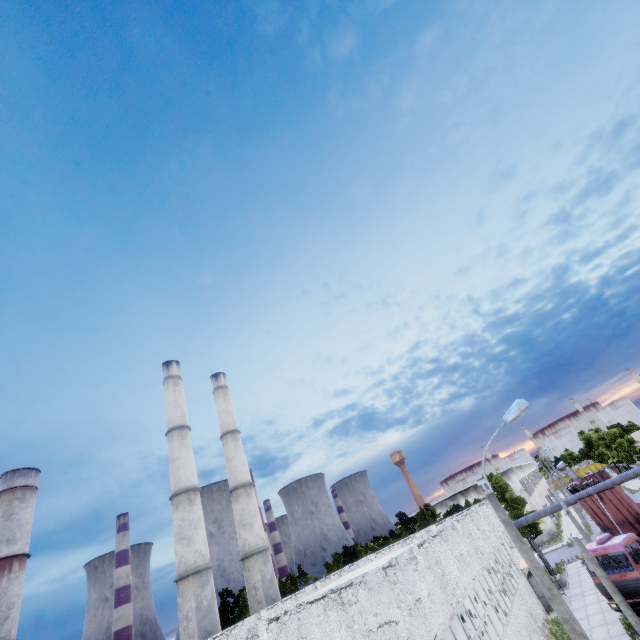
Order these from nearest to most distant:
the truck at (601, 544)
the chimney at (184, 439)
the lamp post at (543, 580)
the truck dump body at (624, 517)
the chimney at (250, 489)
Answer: the lamp post at (543, 580) → the truck at (601, 544) → the truck dump body at (624, 517) → the chimney at (184, 439) → the chimney at (250, 489)

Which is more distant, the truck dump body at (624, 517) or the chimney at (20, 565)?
the chimney at (20, 565)

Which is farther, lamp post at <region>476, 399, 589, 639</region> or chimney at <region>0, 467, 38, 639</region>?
chimney at <region>0, 467, 38, 639</region>

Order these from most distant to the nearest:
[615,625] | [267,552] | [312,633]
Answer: [267,552], [615,625], [312,633]

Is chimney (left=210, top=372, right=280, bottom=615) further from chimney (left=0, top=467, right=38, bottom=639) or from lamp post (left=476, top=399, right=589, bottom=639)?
chimney (left=0, top=467, right=38, bottom=639)

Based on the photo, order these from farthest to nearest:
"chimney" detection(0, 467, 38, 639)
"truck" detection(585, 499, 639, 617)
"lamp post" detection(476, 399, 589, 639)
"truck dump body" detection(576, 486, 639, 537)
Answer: "chimney" detection(0, 467, 38, 639) < "truck dump body" detection(576, 486, 639, 537) < "truck" detection(585, 499, 639, 617) < "lamp post" detection(476, 399, 589, 639)

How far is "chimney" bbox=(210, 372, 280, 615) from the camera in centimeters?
2895cm

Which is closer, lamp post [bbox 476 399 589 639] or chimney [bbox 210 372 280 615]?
lamp post [bbox 476 399 589 639]
